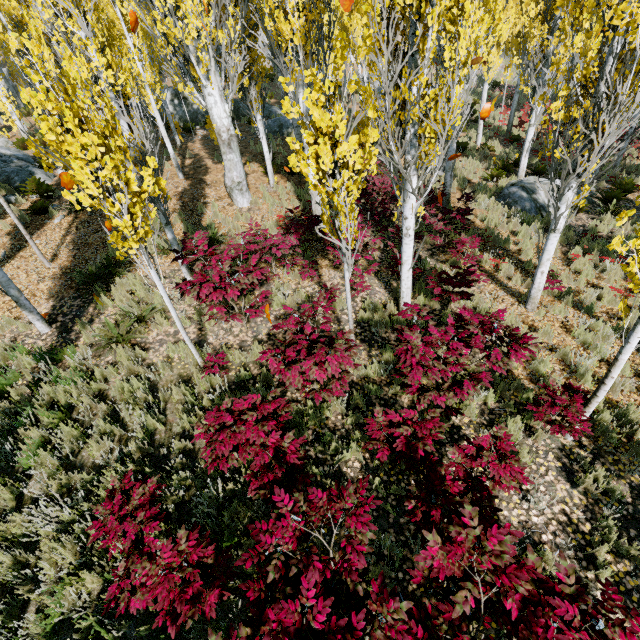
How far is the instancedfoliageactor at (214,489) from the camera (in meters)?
4.02

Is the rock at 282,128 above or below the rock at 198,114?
below

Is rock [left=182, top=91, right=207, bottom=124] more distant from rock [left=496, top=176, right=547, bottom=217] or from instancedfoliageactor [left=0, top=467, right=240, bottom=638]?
rock [left=496, top=176, right=547, bottom=217]

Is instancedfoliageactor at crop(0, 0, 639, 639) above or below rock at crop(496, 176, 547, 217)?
above

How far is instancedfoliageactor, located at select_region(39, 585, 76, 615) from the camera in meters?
3.3 m

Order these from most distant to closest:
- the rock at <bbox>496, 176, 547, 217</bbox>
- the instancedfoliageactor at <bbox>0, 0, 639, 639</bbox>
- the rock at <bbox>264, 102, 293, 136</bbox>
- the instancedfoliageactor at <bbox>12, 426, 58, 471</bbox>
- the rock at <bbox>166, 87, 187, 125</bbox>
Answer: the rock at <bbox>166, 87, 187, 125</bbox> → the rock at <bbox>264, 102, 293, 136</bbox> → the rock at <bbox>496, 176, 547, 217</bbox> → the instancedfoliageactor at <bbox>12, 426, 58, 471</bbox> → the instancedfoliageactor at <bbox>0, 0, 639, 639</bbox>

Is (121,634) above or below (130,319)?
below
